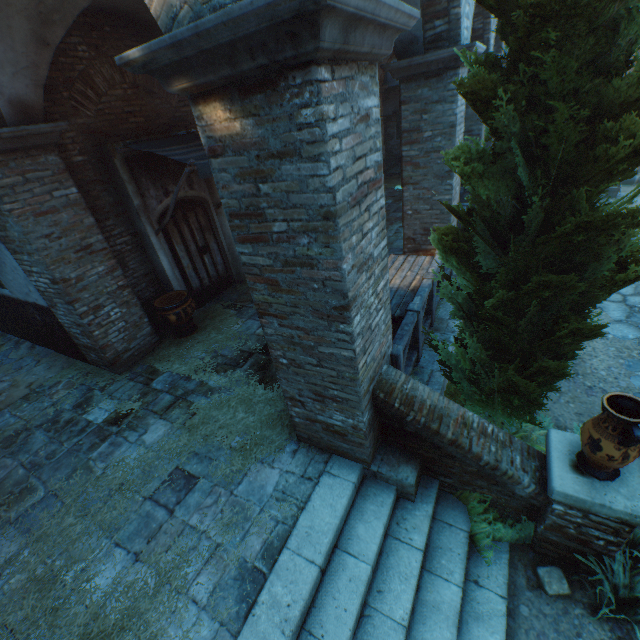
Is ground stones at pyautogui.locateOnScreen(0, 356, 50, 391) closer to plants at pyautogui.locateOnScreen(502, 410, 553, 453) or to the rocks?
plants at pyautogui.locateOnScreen(502, 410, 553, 453)

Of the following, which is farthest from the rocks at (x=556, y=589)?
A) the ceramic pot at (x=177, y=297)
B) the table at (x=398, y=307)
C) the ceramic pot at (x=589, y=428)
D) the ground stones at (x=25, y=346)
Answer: the ground stones at (x=25, y=346)

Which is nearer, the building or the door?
the building

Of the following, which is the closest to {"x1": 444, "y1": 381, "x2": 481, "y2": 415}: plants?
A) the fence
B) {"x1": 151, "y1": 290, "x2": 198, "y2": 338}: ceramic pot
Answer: the fence

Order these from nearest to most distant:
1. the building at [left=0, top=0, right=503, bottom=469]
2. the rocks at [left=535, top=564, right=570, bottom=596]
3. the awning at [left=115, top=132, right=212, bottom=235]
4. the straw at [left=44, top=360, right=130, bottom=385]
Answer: the building at [left=0, top=0, right=503, bottom=469]
the rocks at [left=535, top=564, right=570, bottom=596]
the awning at [left=115, top=132, right=212, bottom=235]
the straw at [left=44, top=360, right=130, bottom=385]

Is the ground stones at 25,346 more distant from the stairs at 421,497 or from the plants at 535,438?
the plants at 535,438

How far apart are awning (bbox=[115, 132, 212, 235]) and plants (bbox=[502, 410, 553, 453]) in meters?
5.2

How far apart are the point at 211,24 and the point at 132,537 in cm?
456
